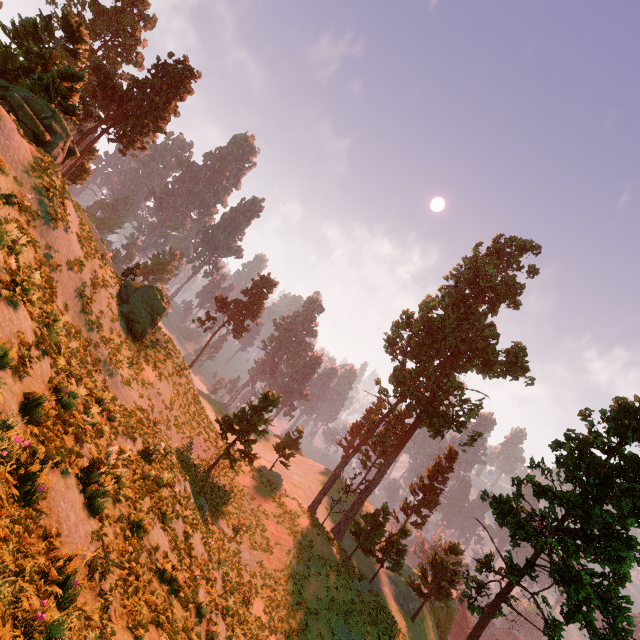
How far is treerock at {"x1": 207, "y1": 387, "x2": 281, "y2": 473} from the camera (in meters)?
26.88

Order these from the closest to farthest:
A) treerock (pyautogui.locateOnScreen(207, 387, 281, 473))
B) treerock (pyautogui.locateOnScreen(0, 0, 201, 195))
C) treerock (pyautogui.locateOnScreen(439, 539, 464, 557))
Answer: treerock (pyautogui.locateOnScreen(0, 0, 201, 195)) < treerock (pyautogui.locateOnScreen(207, 387, 281, 473)) < treerock (pyautogui.locateOnScreen(439, 539, 464, 557))

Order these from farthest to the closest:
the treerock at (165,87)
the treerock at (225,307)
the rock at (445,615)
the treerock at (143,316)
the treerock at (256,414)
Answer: the treerock at (225,307), the rock at (445,615), the treerock at (256,414), the treerock at (143,316), the treerock at (165,87)

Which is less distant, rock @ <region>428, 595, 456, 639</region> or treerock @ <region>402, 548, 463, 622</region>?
treerock @ <region>402, 548, 463, 622</region>

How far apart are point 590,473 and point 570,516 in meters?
2.8

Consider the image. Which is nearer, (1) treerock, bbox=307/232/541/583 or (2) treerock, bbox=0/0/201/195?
(2) treerock, bbox=0/0/201/195

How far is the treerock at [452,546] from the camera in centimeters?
3341cm
